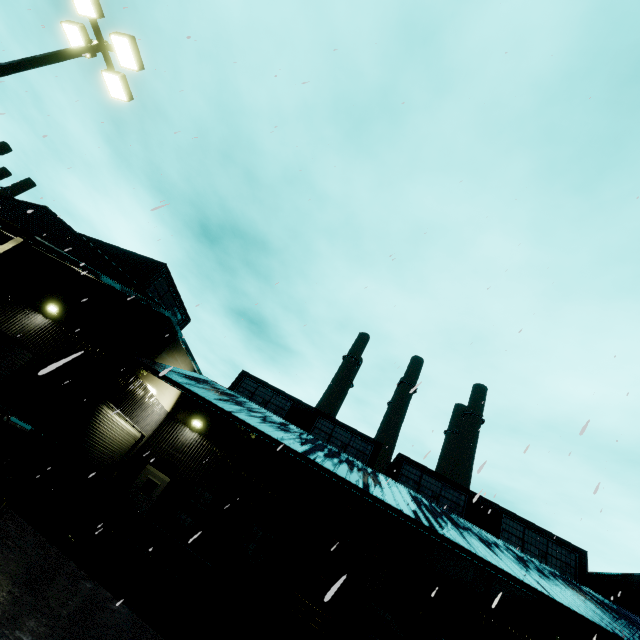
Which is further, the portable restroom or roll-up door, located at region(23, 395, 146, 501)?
roll-up door, located at region(23, 395, 146, 501)

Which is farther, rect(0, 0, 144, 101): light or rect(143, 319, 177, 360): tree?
rect(143, 319, 177, 360): tree

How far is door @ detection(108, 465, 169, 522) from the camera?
15.1m

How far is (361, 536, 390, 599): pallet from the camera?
7.13m

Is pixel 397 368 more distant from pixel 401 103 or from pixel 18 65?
pixel 18 65

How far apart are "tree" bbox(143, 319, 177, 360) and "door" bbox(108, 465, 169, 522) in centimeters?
565cm

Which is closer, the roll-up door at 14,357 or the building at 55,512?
the building at 55,512

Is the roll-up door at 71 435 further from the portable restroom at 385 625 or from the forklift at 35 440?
the portable restroom at 385 625
